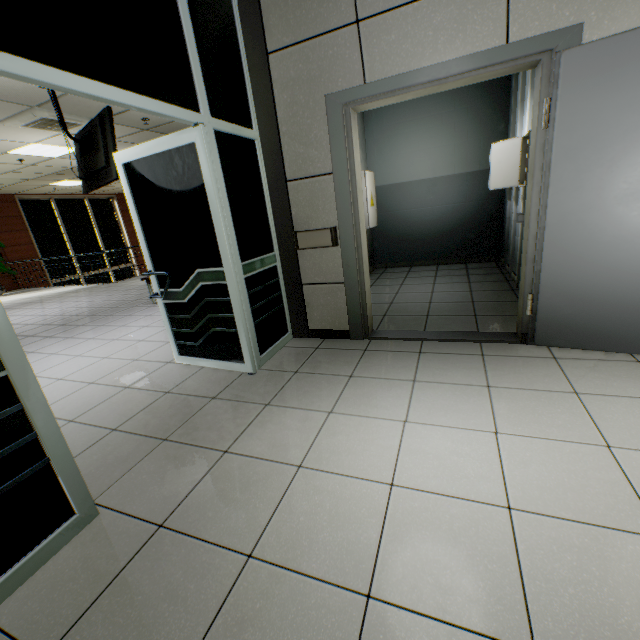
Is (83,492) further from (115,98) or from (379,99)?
(379,99)

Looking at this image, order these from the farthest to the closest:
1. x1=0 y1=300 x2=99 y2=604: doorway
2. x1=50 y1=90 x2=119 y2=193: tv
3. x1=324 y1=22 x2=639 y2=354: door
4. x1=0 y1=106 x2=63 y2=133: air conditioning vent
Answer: x1=0 y1=106 x2=63 y2=133: air conditioning vent
x1=50 y1=90 x2=119 y2=193: tv
x1=324 y1=22 x2=639 y2=354: door
x1=0 y1=300 x2=99 y2=604: doorway

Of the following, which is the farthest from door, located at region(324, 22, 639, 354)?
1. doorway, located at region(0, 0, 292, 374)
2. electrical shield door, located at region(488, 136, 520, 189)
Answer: electrical shield door, located at region(488, 136, 520, 189)

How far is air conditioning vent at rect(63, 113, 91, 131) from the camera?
5.21m

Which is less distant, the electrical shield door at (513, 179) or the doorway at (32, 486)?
the doorway at (32, 486)

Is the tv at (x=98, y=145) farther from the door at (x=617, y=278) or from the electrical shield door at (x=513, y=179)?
the electrical shield door at (x=513, y=179)

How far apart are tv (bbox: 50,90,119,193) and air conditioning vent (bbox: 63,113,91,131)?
0.52m

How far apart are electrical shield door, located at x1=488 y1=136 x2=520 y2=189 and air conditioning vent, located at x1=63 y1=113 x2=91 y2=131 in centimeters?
636cm
